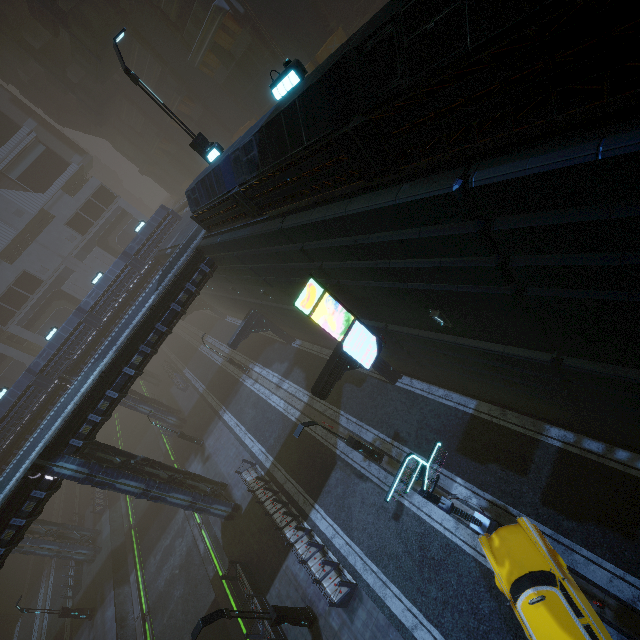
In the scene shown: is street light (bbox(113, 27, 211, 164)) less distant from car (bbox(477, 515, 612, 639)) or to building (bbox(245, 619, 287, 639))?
building (bbox(245, 619, 287, 639))

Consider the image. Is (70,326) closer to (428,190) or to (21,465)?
(21,465)

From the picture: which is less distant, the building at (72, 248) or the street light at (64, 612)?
the street light at (64, 612)

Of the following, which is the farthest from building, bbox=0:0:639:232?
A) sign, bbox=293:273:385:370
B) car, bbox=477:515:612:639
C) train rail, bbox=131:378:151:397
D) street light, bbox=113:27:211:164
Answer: car, bbox=477:515:612:639

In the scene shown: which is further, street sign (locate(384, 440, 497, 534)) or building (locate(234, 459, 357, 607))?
building (locate(234, 459, 357, 607))

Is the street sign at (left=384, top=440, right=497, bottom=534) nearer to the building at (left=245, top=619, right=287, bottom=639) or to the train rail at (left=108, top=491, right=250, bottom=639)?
the building at (left=245, top=619, right=287, bottom=639)

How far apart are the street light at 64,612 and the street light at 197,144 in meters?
32.7

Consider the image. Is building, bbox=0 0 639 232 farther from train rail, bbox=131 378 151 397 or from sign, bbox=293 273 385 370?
train rail, bbox=131 378 151 397
